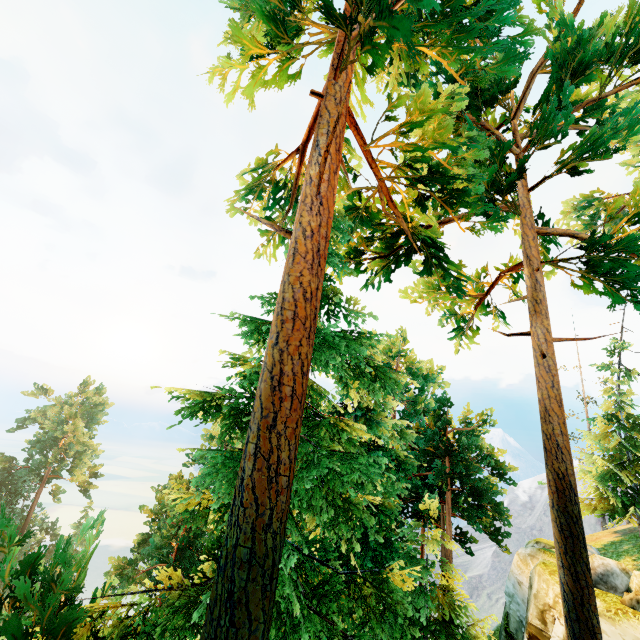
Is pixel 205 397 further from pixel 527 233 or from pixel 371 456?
pixel 527 233

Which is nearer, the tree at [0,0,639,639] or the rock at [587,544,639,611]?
the tree at [0,0,639,639]

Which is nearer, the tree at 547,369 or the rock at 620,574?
the tree at 547,369
